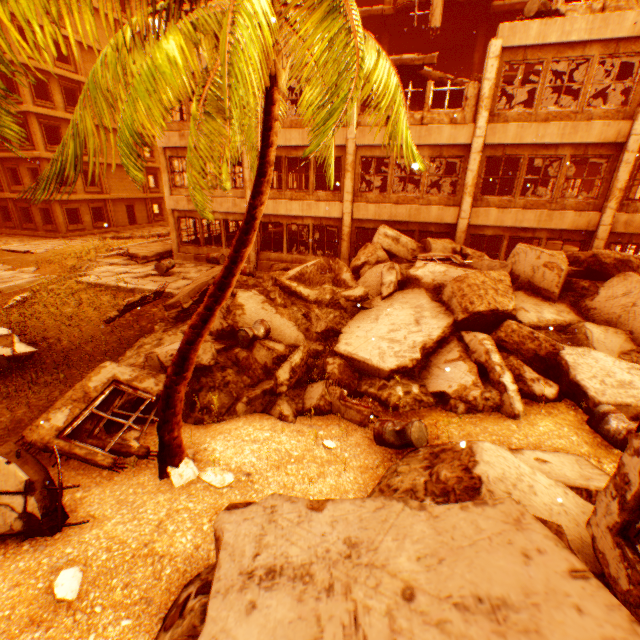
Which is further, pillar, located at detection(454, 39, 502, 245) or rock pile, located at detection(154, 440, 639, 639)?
pillar, located at detection(454, 39, 502, 245)

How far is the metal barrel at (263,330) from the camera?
8.3 meters

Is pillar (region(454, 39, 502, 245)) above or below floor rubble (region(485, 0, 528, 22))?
below

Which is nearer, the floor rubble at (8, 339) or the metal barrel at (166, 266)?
the floor rubble at (8, 339)

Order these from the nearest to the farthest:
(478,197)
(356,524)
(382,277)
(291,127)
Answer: (356,524) < (382,277) < (478,197) < (291,127)

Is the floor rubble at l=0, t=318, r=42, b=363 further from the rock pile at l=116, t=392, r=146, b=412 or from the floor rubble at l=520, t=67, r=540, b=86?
the floor rubble at l=520, t=67, r=540, b=86

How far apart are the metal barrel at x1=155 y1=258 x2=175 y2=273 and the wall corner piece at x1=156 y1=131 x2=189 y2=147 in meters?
5.7 m

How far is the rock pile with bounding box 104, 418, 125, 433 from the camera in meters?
6.3
